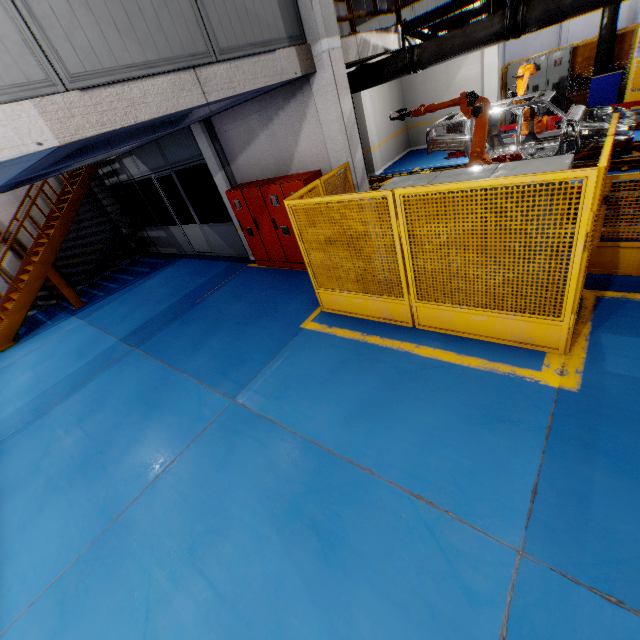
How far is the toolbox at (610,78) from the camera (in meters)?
11.02

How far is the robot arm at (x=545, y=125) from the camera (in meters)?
10.39

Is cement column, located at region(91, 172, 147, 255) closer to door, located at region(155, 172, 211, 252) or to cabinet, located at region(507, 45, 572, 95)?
door, located at region(155, 172, 211, 252)

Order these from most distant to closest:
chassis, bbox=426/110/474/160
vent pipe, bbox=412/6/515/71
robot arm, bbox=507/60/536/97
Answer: robot arm, bbox=507/60/536/97, chassis, bbox=426/110/474/160, vent pipe, bbox=412/6/515/71

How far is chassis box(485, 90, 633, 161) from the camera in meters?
7.6

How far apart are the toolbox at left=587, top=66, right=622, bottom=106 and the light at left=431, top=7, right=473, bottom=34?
6.60m

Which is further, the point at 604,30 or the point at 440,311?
the point at 604,30

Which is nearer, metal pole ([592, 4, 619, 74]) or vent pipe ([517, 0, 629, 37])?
vent pipe ([517, 0, 629, 37])
